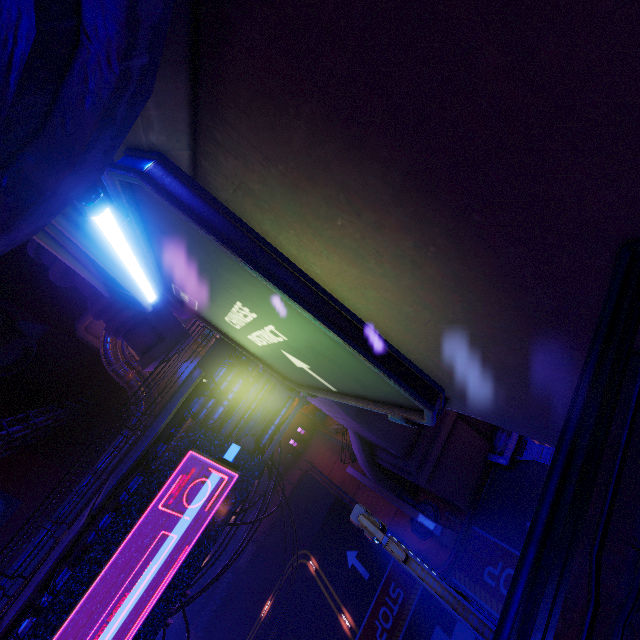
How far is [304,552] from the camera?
25.8 meters

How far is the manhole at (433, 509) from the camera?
18.2m

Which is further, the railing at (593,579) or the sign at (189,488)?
the sign at (189,488)

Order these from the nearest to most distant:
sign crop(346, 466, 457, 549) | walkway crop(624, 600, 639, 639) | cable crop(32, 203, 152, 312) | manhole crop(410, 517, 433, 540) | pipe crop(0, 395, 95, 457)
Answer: walkway crop(624, 600, 639, 639) → cable crop(32, 203, 152, 312) → sign crop(346, 466, 457, 549) → manhole crop(410, 517, 433, 540) → pipe crop(0, 395, 95, 457)

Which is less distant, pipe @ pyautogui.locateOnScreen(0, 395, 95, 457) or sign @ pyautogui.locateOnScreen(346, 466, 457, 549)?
sign @ pyautogui.locateOnScreen(346, 466, 457, 549)

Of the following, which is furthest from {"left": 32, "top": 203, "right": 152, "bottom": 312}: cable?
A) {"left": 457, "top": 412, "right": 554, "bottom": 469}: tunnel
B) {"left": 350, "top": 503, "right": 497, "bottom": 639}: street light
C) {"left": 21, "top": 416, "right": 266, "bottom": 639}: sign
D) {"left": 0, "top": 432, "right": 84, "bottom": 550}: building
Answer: {"left": 0, "top": 432, "right": 84, "bottom": 550}: building

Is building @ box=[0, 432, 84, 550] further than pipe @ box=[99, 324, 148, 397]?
Yes

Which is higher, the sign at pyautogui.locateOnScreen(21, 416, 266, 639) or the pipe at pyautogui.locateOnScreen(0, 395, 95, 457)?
the pipe at pyautogui.locateOnScreen(0, 395, 95, 457)
